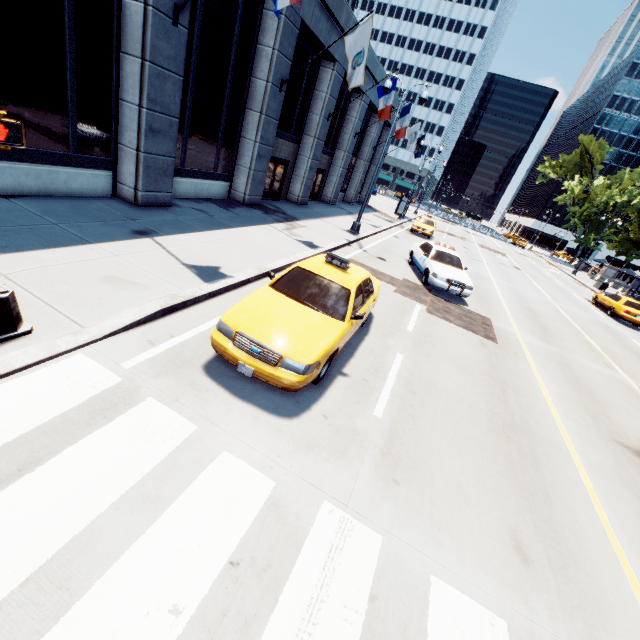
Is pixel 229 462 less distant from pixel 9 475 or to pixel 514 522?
pixel 9 475

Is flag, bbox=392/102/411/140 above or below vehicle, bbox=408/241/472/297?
above

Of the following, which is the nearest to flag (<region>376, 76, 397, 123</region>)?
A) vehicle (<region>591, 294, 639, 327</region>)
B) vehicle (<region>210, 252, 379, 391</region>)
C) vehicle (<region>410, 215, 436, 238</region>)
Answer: vehicle (<region>410, 215, 436, 238</region>)

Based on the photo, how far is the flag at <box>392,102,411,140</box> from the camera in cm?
2250

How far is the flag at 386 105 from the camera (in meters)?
17.50

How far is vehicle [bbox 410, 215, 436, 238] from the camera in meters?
27.0

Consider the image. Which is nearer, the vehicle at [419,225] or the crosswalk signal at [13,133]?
the crosswalk signal at [13,133]

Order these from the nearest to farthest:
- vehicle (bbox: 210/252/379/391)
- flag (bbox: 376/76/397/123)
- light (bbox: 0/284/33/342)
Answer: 1. light (bbox: 0/284/33/342)
2. vehicle (bbox: 210/252/379/391)
3. flag (bbox: 376/76/397/123)
